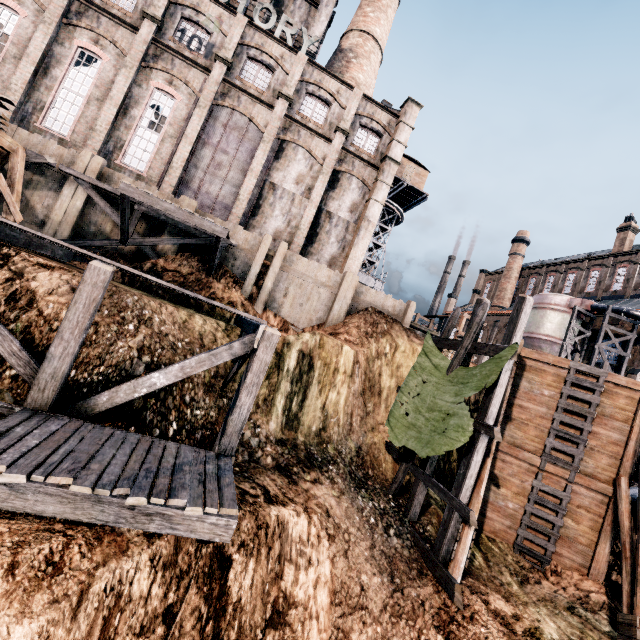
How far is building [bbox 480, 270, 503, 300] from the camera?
57.09m

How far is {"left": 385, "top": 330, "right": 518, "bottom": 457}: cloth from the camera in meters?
11.1

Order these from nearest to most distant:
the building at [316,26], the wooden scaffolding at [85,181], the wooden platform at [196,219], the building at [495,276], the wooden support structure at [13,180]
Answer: the wooden support structure at [13,180] → the wooden platform at [196,219] → the wooden scaffolding at [85,181] → the building at [316,26] → the building at [495,276]

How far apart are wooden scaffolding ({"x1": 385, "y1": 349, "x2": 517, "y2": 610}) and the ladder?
3.8m

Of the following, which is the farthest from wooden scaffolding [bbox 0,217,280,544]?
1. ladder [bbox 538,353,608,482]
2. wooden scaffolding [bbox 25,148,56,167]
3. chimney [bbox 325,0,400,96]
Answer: chimney [bbox 325,0,400,96]

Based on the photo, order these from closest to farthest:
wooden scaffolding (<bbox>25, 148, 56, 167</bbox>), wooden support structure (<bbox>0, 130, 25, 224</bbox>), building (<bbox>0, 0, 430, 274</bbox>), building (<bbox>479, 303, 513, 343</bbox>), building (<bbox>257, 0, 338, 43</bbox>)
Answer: wooden support structure (<bbox>0, 130, 25, 224</bbox>)
wooden scaffolding (<bbox>25, 148, 56, 167</bbox>)
building (<bbox>0, 0, 430, 274</bbox>)
building (<bbox>257, 0, 338, 43</bbox>)
building (<bbox>479, 303, 513, 343</bbox>)

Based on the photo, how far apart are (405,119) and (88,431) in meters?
27.4 m

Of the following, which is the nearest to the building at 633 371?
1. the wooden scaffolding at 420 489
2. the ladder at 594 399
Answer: the wooden scaffolding at 420 489
